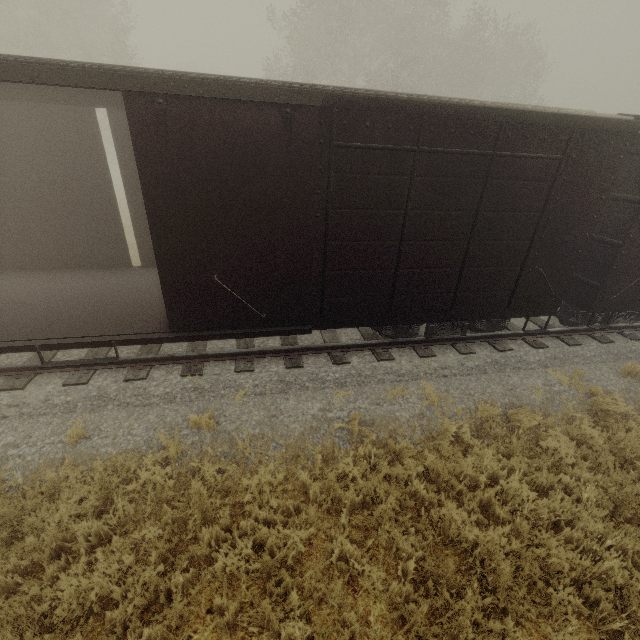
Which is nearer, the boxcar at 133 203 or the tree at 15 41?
the boxcar at 133 203

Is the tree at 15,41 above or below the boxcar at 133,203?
above

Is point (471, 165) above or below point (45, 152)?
above

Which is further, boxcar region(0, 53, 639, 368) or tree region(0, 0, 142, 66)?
tree region(0, 0, 142, 66)

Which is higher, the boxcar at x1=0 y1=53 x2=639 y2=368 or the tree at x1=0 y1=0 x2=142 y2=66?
the tree at x1=0 y1=0 x2=142 y2=66
